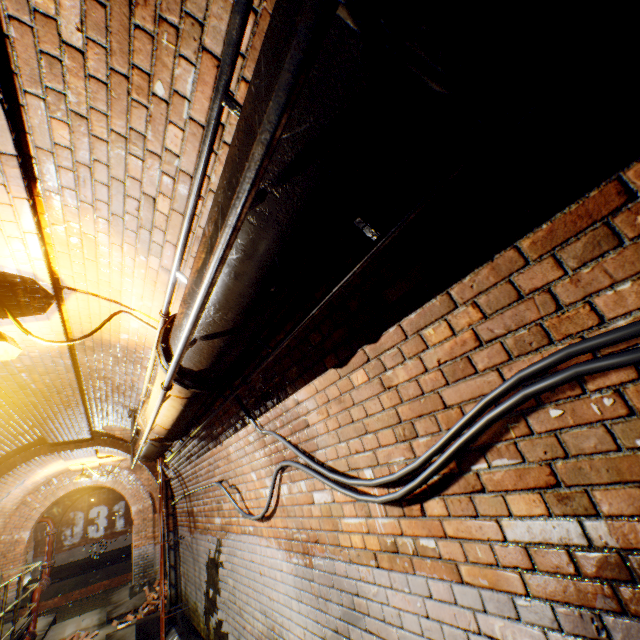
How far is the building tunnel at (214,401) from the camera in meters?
3.7 m

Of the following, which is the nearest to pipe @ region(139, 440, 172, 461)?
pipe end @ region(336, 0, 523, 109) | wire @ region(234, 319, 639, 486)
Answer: wire @ region(234, 319, 639, 486)

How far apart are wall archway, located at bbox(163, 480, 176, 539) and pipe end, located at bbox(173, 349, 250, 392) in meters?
8.1 m

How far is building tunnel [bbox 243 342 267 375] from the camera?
2.6 meters

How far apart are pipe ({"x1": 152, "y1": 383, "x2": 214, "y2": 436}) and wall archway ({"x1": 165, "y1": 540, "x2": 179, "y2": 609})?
6.33m

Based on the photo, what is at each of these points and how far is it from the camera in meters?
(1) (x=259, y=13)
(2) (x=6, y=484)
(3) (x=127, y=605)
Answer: (1) building tunnel, 1.2
(2) building tunnel, 8.4
(3) building tunnel, 10.7

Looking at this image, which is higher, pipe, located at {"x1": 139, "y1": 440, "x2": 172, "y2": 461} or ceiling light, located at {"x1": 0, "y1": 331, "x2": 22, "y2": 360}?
ceiling light, located at {"x1": 0, "y1": 331, "x2": 22, "y2": 360}

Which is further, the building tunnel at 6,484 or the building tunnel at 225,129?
the building tunnel at 6,484
